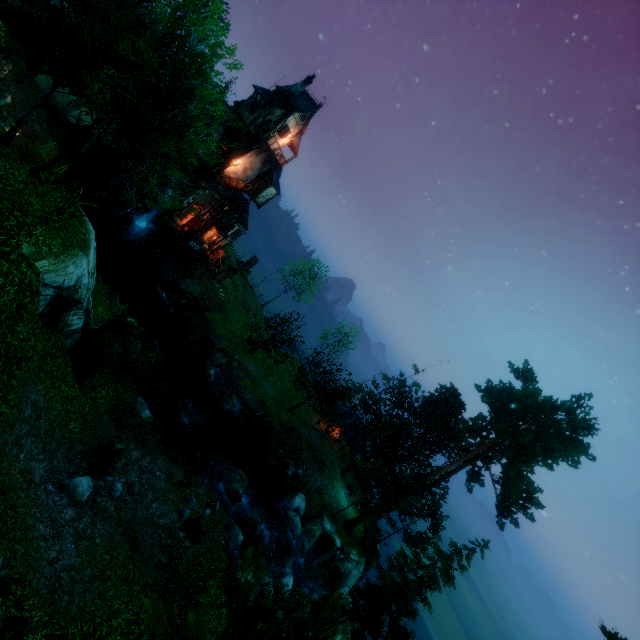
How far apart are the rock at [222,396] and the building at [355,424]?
13.6m

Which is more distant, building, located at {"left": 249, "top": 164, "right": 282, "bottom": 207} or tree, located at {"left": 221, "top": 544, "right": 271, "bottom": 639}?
building, located at {"left": 249, "top": 164, "right": 282, "bottom": 207}

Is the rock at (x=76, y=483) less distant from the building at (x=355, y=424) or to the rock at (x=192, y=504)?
the rock at (x=192, y=504)

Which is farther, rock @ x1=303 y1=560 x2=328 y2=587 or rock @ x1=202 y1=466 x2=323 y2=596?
rock @ x1=303 y1=560 x2=328 y2=587

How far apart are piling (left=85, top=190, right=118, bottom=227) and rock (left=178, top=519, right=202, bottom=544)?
26.49m

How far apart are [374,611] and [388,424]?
36.3m

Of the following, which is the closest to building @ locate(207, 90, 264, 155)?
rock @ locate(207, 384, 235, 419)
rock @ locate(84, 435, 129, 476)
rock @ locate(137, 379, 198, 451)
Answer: rock @ locate(207, 384, 235, 419)

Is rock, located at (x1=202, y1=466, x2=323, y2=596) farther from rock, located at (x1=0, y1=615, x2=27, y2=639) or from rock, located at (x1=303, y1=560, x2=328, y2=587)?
rock, located at (x1=0, y1=615, x2=27, y2=639)
